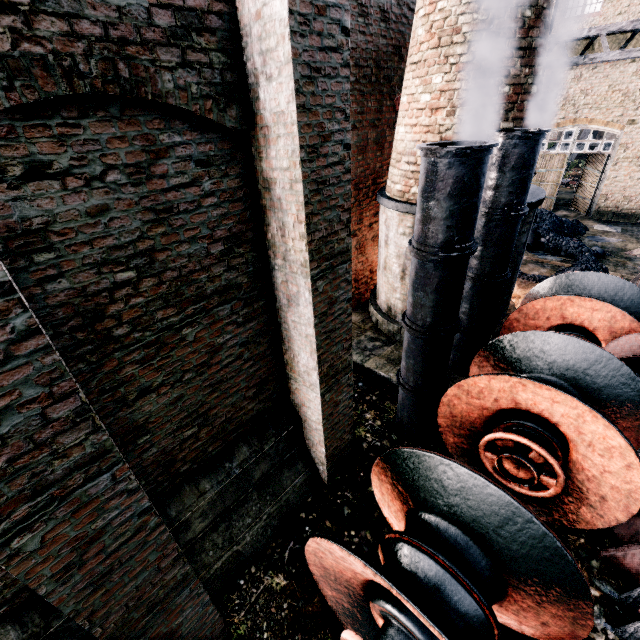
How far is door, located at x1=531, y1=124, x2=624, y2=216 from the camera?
18.88m

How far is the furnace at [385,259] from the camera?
9.0 meters

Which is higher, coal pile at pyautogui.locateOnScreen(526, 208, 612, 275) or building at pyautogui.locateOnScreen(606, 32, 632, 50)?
building at pyautogui.locateOnScreen(606, 32, 632, 50)

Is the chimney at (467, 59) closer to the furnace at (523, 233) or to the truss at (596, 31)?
the furnace at (523, 233)

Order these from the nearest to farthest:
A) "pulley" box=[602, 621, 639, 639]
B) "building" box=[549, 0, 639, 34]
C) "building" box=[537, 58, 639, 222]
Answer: "pulley" box=[602, 621, 639, 639]
"building" box=[549, 0, 639, 34]
"building" box=[537, 58, 639, 222]

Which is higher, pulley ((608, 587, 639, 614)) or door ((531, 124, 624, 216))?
door ((531, 124, 624, 216))

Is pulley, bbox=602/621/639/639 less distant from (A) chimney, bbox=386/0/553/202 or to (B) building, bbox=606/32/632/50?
(B) building, bbox=606/32/632/50

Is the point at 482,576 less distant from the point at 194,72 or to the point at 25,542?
the point at 25,542
